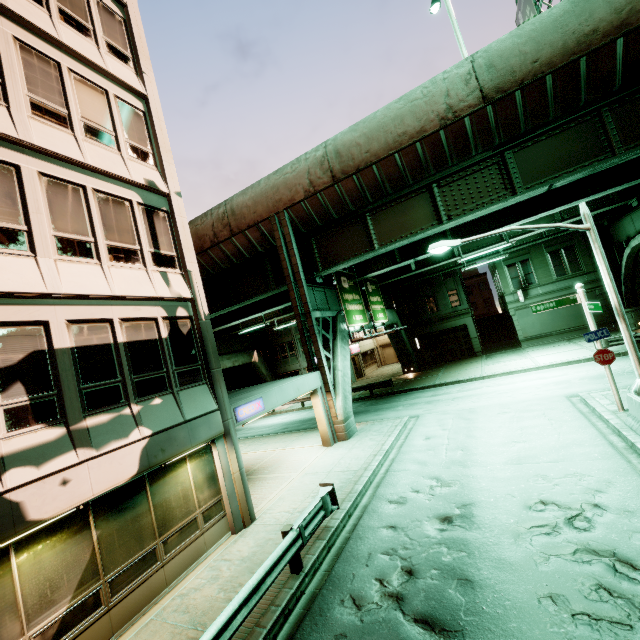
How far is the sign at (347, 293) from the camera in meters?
19.8 m

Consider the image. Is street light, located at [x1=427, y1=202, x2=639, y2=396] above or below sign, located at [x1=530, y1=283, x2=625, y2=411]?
above

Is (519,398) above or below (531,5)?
below

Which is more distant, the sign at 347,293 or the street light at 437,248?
the sign at 347,293

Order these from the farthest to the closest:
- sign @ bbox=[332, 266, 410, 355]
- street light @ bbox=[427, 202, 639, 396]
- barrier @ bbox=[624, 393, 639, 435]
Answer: sign @ bbox=[332, 266, 410, 355] → street light @ bbox=[427, 202, 639, 396] → barrier @ bbox=[624, 393, 639, 435]

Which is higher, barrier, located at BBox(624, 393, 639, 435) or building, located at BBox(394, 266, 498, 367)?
building, located at BBox(394, 266, 498, 367)

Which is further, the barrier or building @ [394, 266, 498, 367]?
building @ [394, 266, 498, 367]

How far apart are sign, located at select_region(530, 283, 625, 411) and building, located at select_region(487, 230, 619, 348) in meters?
20.7
